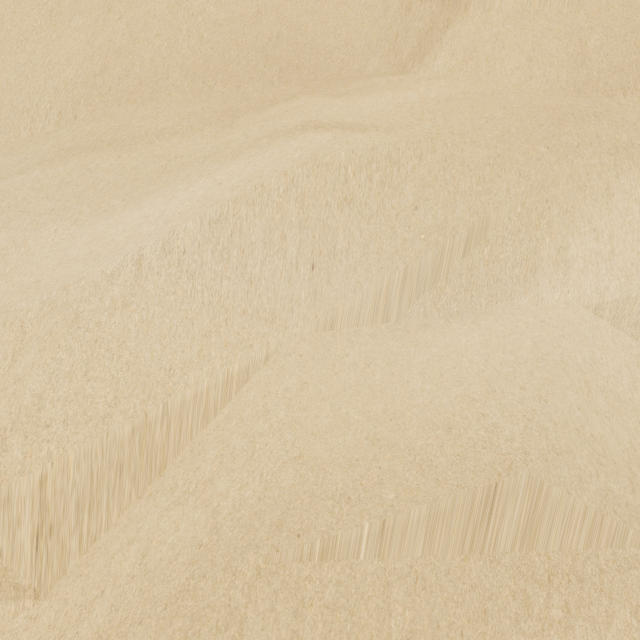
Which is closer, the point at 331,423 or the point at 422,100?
the point at 331,423
